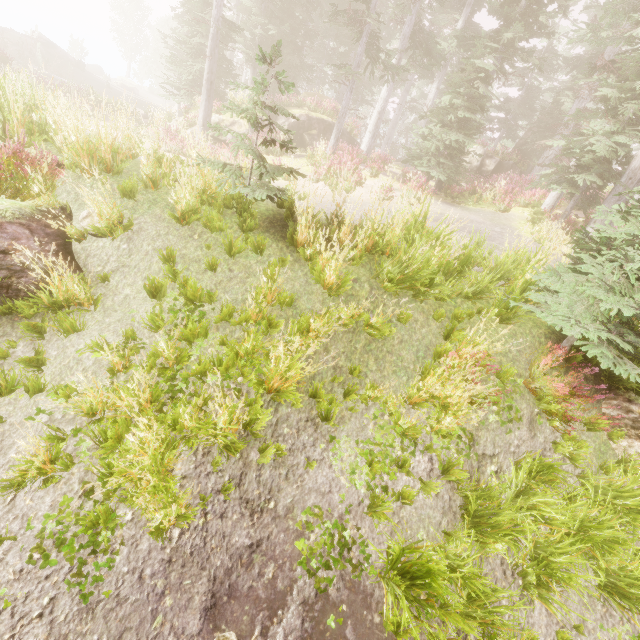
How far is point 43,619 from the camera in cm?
265

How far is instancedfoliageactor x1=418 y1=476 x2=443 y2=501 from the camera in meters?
4.2

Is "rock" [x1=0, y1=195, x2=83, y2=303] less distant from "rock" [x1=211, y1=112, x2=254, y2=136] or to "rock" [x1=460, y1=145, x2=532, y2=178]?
"rock" [x1=211, y1=112, x2=254, y2=136]

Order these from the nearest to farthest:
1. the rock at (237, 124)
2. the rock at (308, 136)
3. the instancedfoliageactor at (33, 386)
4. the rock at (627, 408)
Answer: A: the instancedfoliageactor at (33, 386) → the rock at (627, 408) → the rock at (237, 124) → the rock at (308, 136)

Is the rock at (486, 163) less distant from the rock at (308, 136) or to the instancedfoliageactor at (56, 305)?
the instancedfoliageactor at (56, 305)

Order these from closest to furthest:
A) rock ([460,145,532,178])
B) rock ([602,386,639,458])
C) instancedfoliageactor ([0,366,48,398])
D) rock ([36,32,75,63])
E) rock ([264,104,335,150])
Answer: instancedfoliageactor ([0,366,48,398]) → rock ([602,386,639,458]) → rock ([264,104,335,150]) → rock ([460,145,532,178]) → rock ([36,32,75,63])

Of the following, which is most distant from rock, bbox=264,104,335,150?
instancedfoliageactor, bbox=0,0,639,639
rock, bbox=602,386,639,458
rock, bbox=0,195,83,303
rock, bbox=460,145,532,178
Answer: rock, bbox=602,386,639,458

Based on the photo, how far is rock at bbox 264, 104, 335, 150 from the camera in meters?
21.1
